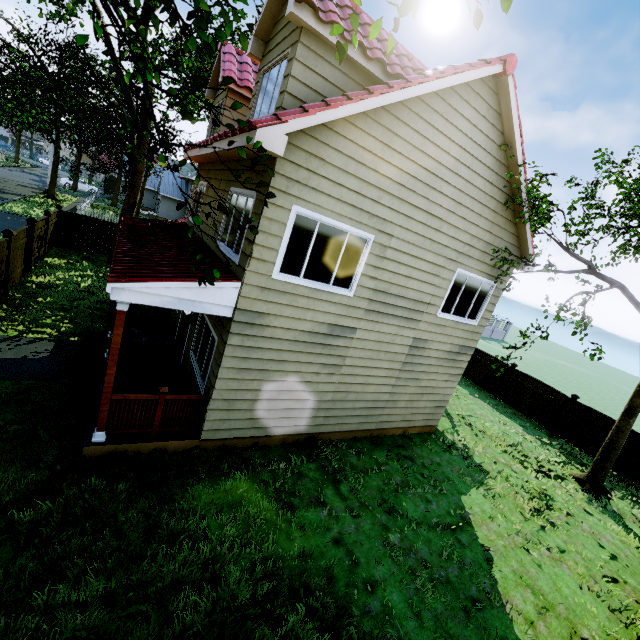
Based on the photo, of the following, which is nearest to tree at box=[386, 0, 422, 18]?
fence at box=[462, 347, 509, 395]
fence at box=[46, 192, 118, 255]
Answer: fence at box=[46, 192, 118, 255]

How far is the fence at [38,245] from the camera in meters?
13.1 m

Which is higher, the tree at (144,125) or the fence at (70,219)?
the tree at (144,125)

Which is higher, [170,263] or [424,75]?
[424,75]

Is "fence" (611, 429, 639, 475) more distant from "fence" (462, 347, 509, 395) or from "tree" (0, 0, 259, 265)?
"tree" (0, 0, 259, 265)

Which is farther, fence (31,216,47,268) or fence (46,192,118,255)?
fence (46,192,118,255)

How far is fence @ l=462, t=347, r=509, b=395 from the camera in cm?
1730
